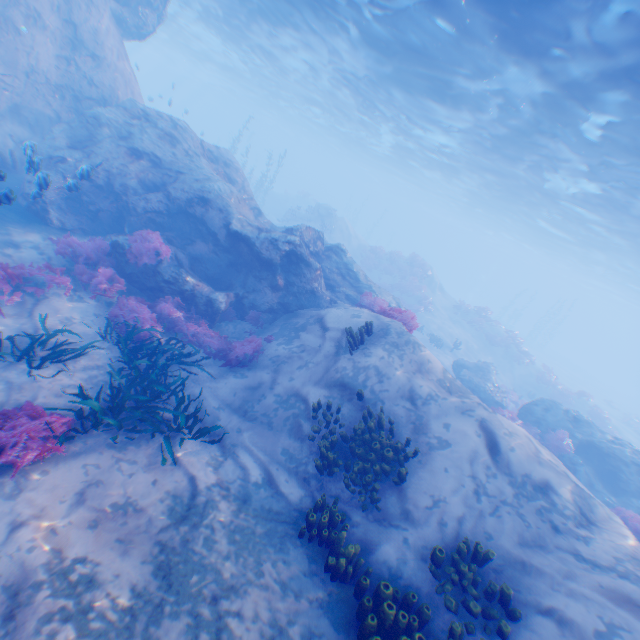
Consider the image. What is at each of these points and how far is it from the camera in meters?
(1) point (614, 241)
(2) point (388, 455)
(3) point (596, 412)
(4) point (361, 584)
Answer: (1) light, 25.8 m
(2) instancedfoliageactor, 7.0 m
(3) instancedfoliageactor, 23.4 m
(4) instancedfoliageactor, 5.0 m

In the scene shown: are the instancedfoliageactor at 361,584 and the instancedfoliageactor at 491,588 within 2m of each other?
yes

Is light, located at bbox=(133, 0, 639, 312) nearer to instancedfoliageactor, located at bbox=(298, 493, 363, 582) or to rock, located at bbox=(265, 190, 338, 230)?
rock, located at bbox=(265, 190, 338, 230)

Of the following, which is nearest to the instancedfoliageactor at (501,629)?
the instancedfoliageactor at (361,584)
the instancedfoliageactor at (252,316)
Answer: the instancedfoliageactor at (361,584)

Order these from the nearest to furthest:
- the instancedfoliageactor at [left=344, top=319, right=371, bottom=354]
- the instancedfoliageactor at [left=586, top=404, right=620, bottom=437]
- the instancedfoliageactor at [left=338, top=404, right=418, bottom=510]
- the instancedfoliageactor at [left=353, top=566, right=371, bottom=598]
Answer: the instancedfoliageactor at [left=353, top=566, right=371, bottom=598], the instancedfoliageactor at [left=338, top=404, right=418, bottom=510], the instancedfoliageactor at [left=344, top=319, right=371, bottom=354], the instancedfoliageactor at [left=586, top=404, right=620, bottom=437]

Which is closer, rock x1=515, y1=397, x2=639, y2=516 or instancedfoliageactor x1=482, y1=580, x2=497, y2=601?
instancedfoliageactor x1=482, y1=580, x2=497, y2=601

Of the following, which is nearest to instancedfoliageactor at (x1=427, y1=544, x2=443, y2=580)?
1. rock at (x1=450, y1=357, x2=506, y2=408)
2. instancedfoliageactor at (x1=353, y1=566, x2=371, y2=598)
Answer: instancedfoliageactor at (x1=353, y1=566, x2=371, y2=598)

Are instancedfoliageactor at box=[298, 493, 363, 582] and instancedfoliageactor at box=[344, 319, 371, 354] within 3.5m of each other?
no
